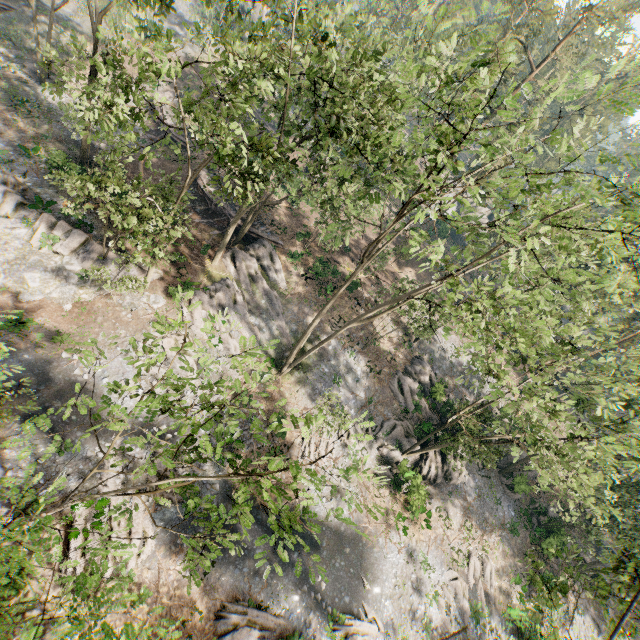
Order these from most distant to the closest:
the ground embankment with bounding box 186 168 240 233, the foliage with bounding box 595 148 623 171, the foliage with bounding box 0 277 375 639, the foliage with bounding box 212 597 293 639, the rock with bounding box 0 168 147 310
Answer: the ground embankment with bounding box 186 168 240 233 → the rock with bounding box 0 168 147 310 → the foliage with bounding box 212 597 293 639 → the foliage with bounding box 595 148 623 171 → the foliage with bounding box 0 277 375 639

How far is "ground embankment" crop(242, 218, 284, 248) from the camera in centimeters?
3150cm

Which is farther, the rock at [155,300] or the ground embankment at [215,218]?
the ground embankment at [215,218]

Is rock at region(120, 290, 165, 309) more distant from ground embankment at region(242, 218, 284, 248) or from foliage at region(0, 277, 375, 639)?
ground embankment at region(242, 218, 284, 248)

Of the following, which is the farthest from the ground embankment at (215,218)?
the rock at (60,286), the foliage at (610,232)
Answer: the rock at (60,286)

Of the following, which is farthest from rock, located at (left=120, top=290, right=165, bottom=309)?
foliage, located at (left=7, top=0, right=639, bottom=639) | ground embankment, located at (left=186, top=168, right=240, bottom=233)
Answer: ground embankment, located at (left=186, top=168, right=240, bottom=233)

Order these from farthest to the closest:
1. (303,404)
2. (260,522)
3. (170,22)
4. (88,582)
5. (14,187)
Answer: (170,22) → (303,404) → (14,187) → (260,522) → (88,582)
